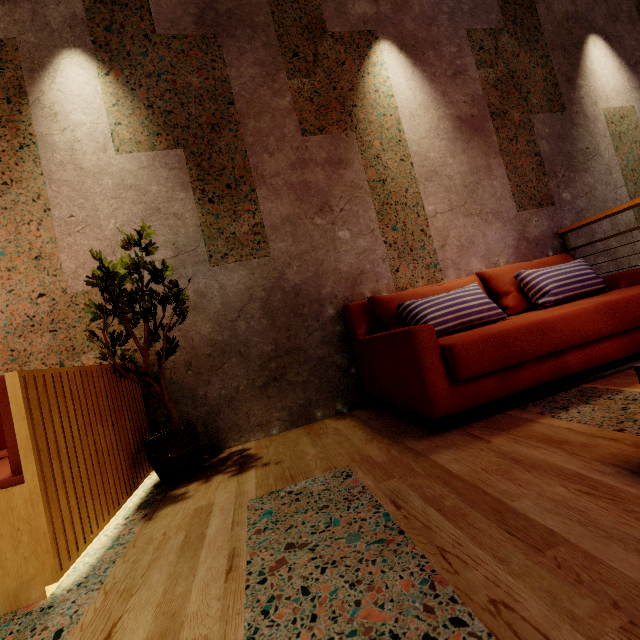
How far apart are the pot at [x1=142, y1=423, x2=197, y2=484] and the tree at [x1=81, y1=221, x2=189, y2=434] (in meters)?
0.06

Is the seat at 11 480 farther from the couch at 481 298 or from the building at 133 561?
the couch at 481 298

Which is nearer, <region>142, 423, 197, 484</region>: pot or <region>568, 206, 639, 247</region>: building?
<region>142, 423, 197, 484</region>: pot

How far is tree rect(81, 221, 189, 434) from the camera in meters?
1.9

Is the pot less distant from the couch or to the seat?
the seat

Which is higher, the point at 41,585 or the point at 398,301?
the point at 398,301

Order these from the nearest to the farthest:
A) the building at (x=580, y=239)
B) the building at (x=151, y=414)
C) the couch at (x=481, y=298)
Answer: the couch at (x=481, y=298)
the building at (x=151, y=414)
the building at (x=580, y=239)

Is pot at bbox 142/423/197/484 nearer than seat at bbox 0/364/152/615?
No
